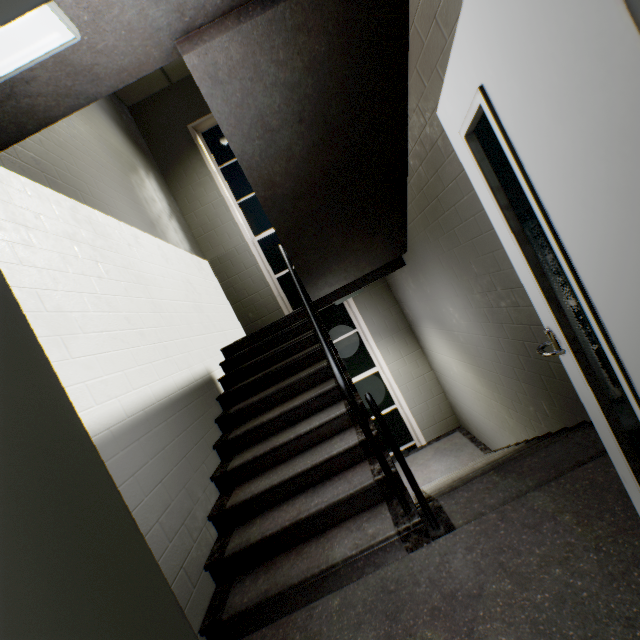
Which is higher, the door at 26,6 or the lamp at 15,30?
the lamp at 15,30

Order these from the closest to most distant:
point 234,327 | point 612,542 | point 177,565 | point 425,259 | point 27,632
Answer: point 27,632 < point 612,542 < point 177,565 < point 425,259 < point 234,327

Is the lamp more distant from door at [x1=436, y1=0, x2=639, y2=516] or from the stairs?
door at [x1=436, y1=0, x2=639, y2=516]

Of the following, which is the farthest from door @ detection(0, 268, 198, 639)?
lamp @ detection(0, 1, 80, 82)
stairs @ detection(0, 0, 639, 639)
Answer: lamp @ detection(0, 1, 80, 82)

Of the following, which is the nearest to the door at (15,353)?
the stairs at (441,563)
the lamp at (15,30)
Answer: the stairs at (441,563)
